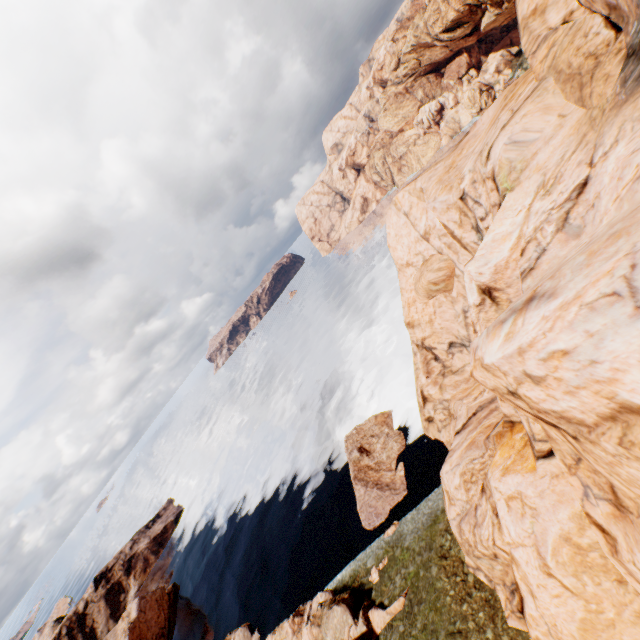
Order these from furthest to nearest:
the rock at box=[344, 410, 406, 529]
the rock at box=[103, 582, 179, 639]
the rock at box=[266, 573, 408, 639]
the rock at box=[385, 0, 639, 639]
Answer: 1. the rock at box=[103, 582, 179, 639]
2. the rock at box=[344, 410, 406, 529]
3. the rock at box=[266, 573, 408, 639]
4. the rock at box=[385, 0, 639, 639]

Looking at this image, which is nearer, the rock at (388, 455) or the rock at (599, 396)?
the rock at (599, 396)

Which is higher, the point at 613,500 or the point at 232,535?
the point at 613,500

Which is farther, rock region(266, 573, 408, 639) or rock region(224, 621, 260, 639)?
rock region(224, 621, 260, 639)

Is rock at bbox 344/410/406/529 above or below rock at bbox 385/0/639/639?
below

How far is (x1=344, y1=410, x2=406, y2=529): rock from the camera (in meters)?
33.69

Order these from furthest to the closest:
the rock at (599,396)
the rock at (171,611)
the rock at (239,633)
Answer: the rock at (171,611)
the rock at (239,633)
the rock at (599,396)
